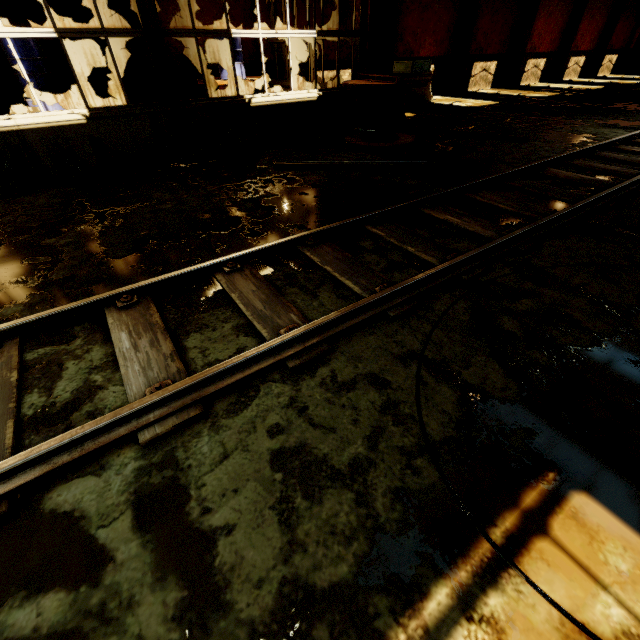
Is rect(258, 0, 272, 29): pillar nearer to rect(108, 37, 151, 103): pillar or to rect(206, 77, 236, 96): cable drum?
rect(206, 77, 236, 96): cable drum

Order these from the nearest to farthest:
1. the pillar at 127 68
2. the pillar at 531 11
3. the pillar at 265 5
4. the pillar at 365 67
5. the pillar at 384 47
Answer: the pillar at 365 67 < the pillar at 127 68 < the pillar at 265 5 < the pillar at 384 47 < the pillar at 531 11

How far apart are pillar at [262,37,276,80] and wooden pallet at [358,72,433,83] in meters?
5.1

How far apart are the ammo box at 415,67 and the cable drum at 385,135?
0.33m

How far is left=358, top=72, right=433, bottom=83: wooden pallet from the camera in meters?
6.7 m

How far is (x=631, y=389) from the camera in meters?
2.2 m

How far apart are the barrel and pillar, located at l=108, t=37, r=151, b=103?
2.51m

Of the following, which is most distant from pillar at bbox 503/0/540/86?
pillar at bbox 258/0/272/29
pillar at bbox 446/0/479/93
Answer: pillar at bbox 258/0/272/29
